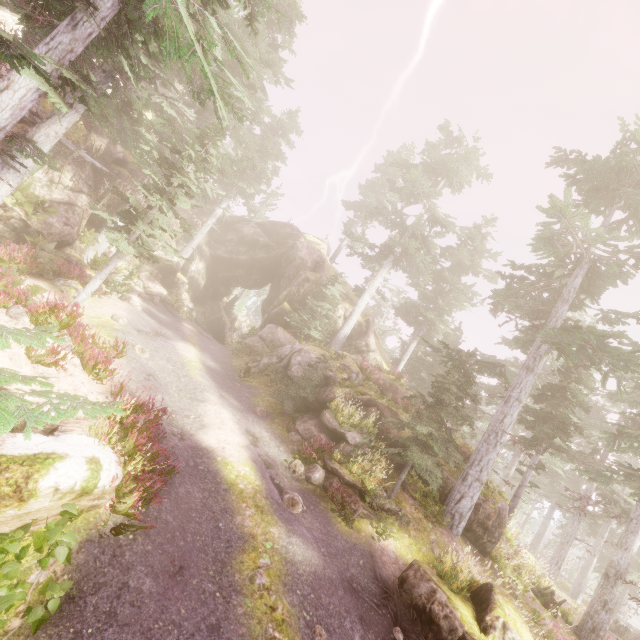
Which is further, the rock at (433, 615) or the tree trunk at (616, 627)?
the tree trunk at (616, 627)

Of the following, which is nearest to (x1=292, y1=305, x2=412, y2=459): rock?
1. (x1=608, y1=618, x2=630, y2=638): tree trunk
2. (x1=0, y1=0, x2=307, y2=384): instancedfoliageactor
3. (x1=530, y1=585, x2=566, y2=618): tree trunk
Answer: (x1=0, y1=0, x2=307, y2=384): instancedfoliageactor

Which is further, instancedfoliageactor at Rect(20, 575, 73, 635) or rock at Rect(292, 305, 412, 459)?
rock at Rect(292, 305, 412, 459)

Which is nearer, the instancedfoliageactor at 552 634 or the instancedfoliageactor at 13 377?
the instancedfoliageactor at 13 377

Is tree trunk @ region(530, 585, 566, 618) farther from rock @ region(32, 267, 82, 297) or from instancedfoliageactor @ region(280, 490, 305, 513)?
rock @ region(32, 267, 82, 297)

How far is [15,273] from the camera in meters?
12.3

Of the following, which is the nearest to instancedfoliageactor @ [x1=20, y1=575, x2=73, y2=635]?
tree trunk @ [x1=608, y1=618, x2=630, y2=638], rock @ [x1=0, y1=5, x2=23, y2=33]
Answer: rock @ [x1=0, y1=5, x2=23, y2=33]

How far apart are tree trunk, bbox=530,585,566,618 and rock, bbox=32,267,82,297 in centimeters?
2438cm
